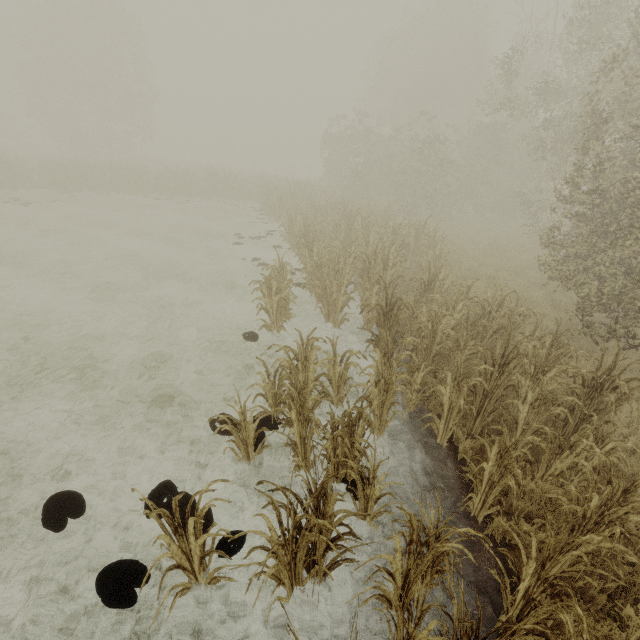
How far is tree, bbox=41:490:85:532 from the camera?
3.6 meters

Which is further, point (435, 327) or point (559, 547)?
point (435, 327)

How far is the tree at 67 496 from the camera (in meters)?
3.61
